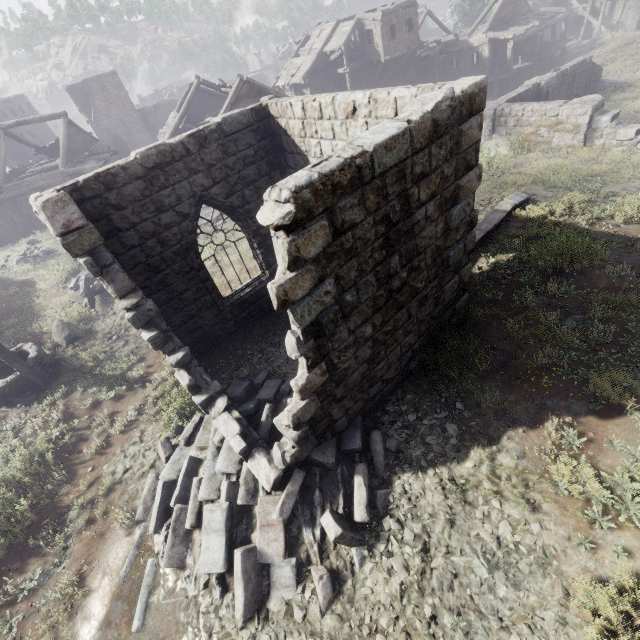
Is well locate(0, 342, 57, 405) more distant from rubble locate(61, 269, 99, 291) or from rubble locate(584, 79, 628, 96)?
rubble locate(584, 79, 628, 96)

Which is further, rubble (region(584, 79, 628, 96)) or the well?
rubble (region(584, 79, 628, 96))

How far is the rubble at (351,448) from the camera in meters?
4.8 m

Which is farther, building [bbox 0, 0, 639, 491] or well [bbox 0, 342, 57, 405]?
well [bbox 0, 342, 57, 405]

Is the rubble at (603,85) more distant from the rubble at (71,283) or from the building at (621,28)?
the rubble at (71,283)

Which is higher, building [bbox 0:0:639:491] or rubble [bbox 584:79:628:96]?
building [bbox 0:0:639:491]

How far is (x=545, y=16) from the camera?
31.5 meters

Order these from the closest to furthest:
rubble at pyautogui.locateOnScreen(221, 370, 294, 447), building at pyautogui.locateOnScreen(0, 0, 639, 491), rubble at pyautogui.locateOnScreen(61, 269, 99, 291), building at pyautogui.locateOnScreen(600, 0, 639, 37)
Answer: building at pyautogui.locateOnScreen(0, 0, 639, 491) → rubble at pyautogui.locateOnScreen(221, 370, 294, 447) → rubble at pyautogui.locateOnScreen(61, 269, 99, 291) → building at pyautogui.locateOnScreen(600, 0, 639, 37)
